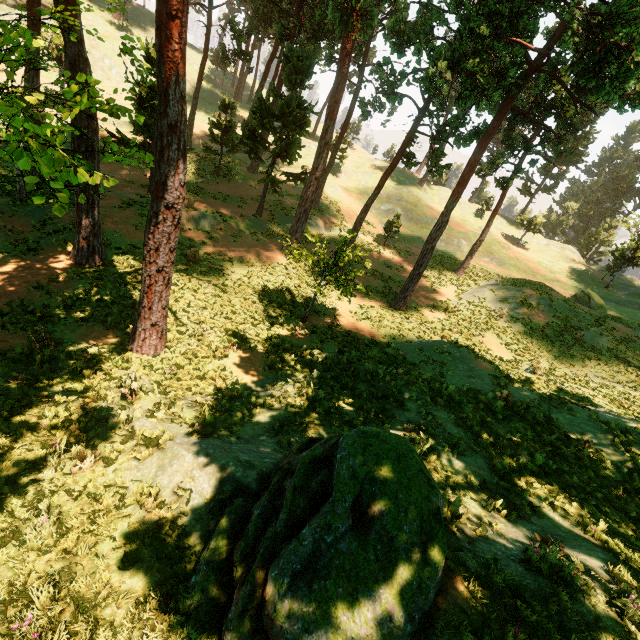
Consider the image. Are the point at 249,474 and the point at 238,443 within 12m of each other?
yes

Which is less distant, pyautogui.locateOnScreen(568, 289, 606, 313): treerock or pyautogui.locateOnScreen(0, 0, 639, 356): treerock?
pyautogui.locateOnScreen(0, 0, 639, 356): treerock

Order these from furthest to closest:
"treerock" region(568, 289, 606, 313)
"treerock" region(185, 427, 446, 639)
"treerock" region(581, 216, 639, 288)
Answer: "treerock" region(581, 216, 639, 288), "treerock" region(568, 289, 606, 313), "treerock" region(185, 427, 446, 639)

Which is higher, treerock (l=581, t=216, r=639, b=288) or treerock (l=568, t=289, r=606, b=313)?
treerock (l=581, t=216, r=639, b=288)

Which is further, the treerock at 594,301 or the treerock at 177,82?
the treerock at 594,301

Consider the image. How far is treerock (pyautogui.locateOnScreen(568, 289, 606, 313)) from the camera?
30.14m
